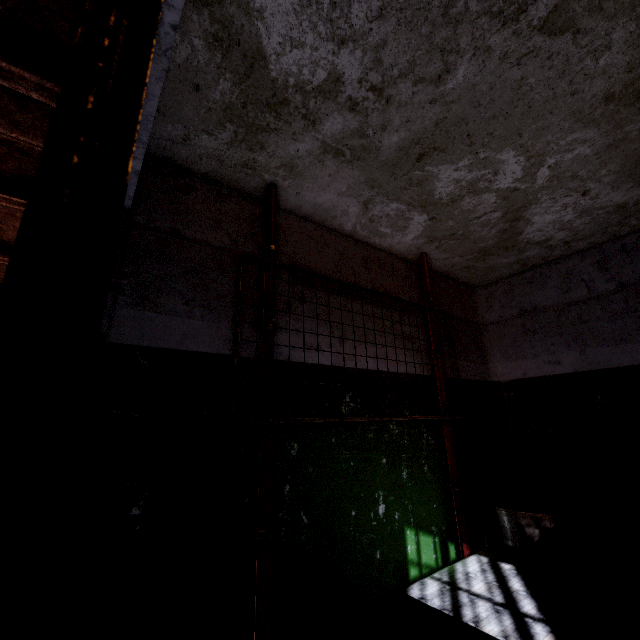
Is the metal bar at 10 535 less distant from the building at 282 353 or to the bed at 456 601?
the building at 282 353

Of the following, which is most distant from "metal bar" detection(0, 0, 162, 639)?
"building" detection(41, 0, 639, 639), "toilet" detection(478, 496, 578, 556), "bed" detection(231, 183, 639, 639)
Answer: "toilet" detection(478, 496, 578, 556)

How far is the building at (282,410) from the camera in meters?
1.8 m

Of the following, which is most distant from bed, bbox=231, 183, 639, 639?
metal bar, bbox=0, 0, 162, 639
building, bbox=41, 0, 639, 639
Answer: metal bar, bbox=0, 0, 162, 639

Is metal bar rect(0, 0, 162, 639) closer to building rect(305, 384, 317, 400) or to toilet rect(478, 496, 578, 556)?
building rect(305, 384, 317, 400)

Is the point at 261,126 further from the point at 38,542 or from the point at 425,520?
the point at 425,520

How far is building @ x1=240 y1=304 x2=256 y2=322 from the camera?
1.9m
